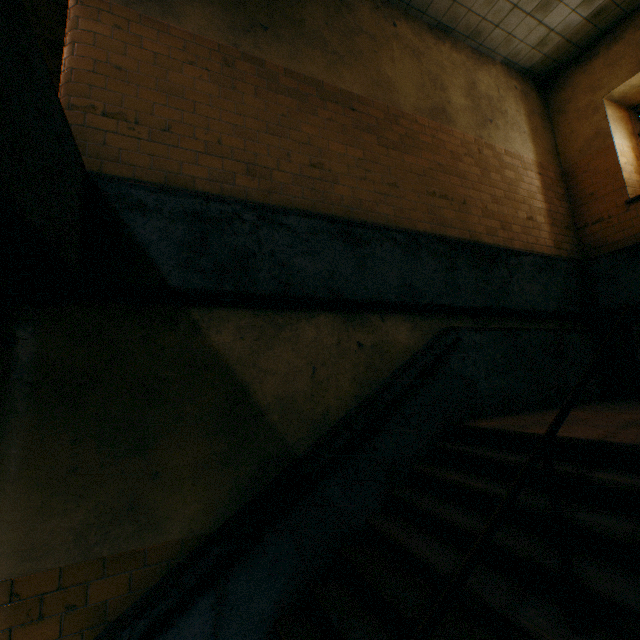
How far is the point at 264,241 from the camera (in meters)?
3.27
